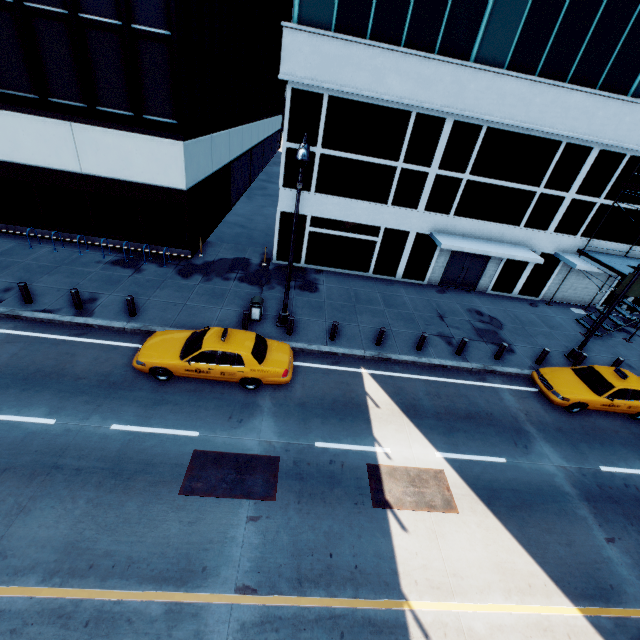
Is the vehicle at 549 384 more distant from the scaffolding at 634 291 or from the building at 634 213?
the building at 634 213

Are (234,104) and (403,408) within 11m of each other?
no

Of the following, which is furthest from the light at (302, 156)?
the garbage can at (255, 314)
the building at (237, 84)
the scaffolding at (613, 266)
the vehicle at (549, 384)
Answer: the scaffolding at (613, 266)

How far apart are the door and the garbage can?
12.0 meters

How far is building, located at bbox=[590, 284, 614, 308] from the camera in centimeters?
2122cm

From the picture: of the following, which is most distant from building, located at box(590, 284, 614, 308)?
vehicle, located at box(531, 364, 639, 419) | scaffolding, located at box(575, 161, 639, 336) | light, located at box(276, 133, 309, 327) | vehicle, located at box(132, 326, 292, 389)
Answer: vehicle, located at box(132, 326, 292, 389)

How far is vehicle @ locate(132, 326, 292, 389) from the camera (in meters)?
10.52

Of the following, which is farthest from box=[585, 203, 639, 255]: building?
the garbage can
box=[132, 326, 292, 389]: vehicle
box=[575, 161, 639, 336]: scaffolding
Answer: box=[132, 326, 292, 389]: vehicle
